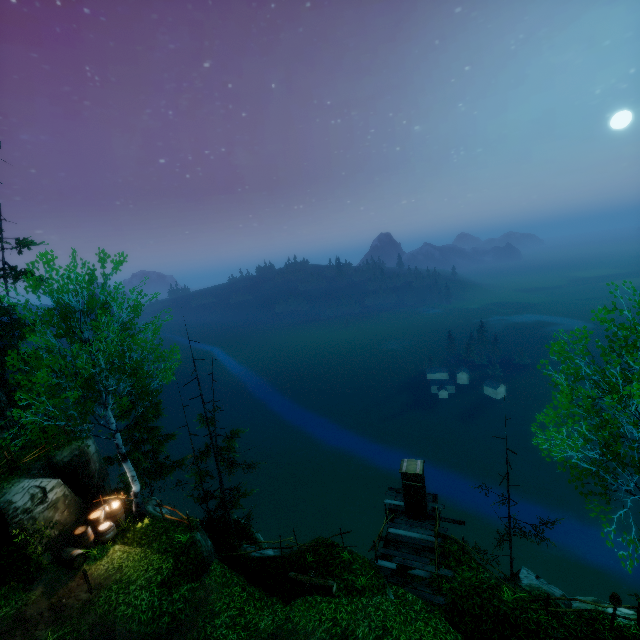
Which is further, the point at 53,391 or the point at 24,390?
the point at 24,390

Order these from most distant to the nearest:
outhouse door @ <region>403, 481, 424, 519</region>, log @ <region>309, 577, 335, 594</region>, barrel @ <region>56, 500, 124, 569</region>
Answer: outhouse door @ <region>403, 481, 424, 519</region> → barrel @ <region>56, 500, 124, 569</region> → log @ <region>309, 577, 335, 594</region>

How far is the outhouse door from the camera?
16.6 meters

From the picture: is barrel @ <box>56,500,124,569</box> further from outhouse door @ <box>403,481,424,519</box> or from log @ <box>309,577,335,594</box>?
outhouse door @ <box>403,481,424,519</box>

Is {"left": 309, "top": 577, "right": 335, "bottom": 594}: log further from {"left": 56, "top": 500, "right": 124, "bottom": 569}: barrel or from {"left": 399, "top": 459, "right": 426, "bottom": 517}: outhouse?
{"left": 56, "top": 500, "right": 124, "bottom": 569}: barrel

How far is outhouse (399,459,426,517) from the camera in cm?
1664

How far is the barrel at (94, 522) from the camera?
13.7 meters

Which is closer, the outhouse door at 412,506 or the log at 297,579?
the log at 297,579
